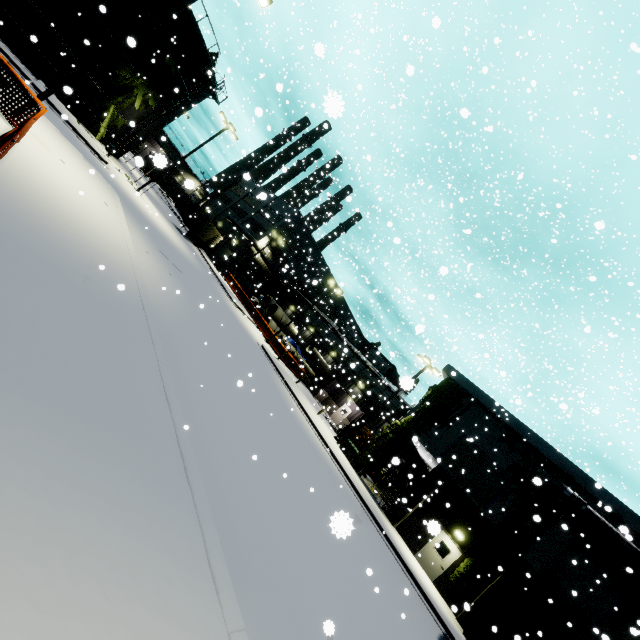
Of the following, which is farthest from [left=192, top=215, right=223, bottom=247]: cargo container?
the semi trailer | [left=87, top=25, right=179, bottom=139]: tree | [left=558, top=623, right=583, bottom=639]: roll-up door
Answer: [left=558, top=623, right=583, bottom=639]: roll-up door

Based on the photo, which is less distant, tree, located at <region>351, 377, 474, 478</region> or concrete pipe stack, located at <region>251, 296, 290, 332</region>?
tree, located at <region>351, 377, 474, 478</region>

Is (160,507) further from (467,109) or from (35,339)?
(467,109)

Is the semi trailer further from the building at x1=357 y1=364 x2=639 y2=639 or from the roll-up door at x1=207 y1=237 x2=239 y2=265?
the building at x1=357 y1=364 x2=639 y2=639

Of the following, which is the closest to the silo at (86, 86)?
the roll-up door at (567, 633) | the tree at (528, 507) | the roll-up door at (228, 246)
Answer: the roll-up door at (228, 246)

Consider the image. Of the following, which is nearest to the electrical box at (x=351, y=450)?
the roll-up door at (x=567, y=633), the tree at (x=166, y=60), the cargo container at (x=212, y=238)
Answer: the tree at (x=166, y=60)

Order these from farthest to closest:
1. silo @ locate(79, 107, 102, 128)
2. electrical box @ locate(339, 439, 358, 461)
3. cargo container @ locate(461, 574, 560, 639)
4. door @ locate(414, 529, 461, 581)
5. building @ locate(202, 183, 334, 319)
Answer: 1. building @ locate(202, 183, 334, 319)
2. silo @ locate(79, 107, 102, 128)
3. electrical box @ locate(339, 439, 358, 461)
4. door @ locate(414, 529, 461, 581)
5. cargo container @ locate(461, 574, 560, 639)

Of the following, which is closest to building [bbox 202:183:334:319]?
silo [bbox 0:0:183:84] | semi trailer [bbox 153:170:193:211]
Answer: silo [bbox 0:0:183:84]
